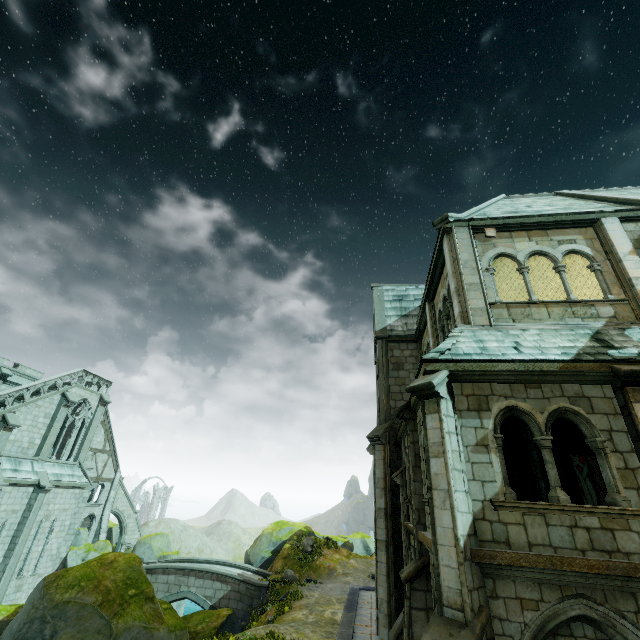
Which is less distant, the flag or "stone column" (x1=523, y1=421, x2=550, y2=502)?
"stone column" (x1=523, y1=421, x2=550, y2=502)

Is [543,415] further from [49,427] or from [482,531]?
[49,427]

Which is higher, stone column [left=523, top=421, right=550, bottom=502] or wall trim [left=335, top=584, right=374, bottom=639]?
stone column [left=523, top=421, right=550, bottom=502]

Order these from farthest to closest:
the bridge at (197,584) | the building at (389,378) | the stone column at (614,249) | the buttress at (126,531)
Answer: the buttress at (126,531)
the bridge at (197,584)
the building at (389,378)
the stone column at (614,249)

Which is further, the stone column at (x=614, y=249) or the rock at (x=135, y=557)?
the rock at (x=135, y=557)

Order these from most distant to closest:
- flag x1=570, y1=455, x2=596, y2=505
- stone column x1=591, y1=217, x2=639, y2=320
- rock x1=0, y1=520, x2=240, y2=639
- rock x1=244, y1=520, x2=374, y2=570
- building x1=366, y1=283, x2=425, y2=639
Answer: rock x1=244, y1=520, x2=374, y2=570, flag x1=570, y1=455, x2=596, y2=505, building x1=366, y1=283, x2=425, y2=639, rock x1=0, y1=520, x2=240, y2=639, stone column x1=591, y1=217, x2=639, y2=320

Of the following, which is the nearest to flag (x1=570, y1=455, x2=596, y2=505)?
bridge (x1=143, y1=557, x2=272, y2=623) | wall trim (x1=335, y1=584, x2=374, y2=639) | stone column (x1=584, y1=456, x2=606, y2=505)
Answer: stone column (x1=584, y1=456, x2=606, y2=505)

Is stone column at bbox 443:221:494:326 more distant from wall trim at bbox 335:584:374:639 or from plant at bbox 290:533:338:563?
plant at bbox 290:533:338:563
